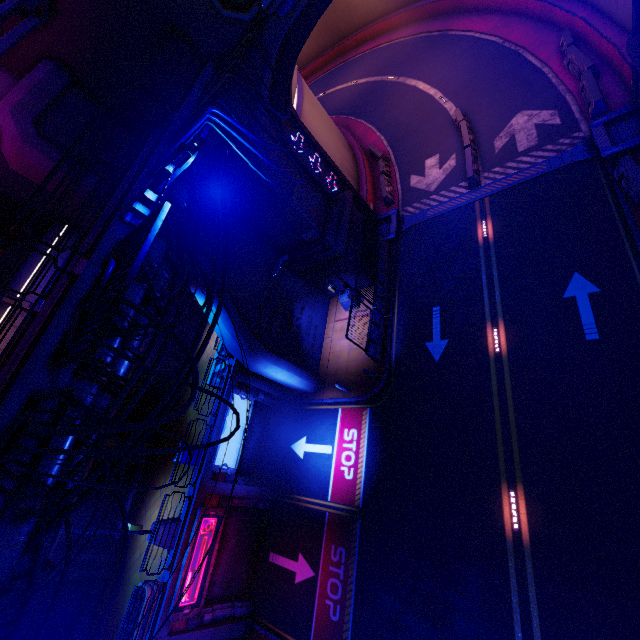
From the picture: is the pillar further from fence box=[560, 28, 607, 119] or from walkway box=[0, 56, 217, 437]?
fence box=[560, 28, 607, 119]

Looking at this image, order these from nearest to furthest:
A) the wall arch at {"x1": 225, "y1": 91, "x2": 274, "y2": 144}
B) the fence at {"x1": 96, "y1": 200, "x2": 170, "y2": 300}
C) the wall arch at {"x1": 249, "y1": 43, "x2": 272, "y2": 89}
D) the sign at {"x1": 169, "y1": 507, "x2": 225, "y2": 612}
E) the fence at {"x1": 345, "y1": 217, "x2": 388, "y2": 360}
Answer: the fence at {"x1": 96, "y1": 200, "x2": 170, "y2": 300}, the wall arch at {"x1": 249, "y1": 43, "x2": 272, "y2": 89}, the wall arch at {"x1": 225, "y1": 91, "x2": 274, "y2": 144}, the sign at {"x1": 169, "y1": 507, "x2": 225, "y2": 612}, the fence at {"x1": 345, "y1": 217, "x2": 388, "y2": 360}

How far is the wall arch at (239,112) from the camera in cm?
1132

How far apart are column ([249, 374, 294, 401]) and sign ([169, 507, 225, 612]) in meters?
5.6

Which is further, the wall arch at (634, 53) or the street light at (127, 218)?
the wall arch at (634, 53)

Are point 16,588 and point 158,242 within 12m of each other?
→ yes

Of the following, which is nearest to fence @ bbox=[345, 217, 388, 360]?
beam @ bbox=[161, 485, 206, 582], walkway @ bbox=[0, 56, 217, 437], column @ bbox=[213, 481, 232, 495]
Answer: walkway @ bbox=[0, 56, 217, 437]

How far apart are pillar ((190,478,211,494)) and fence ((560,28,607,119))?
26.2m
